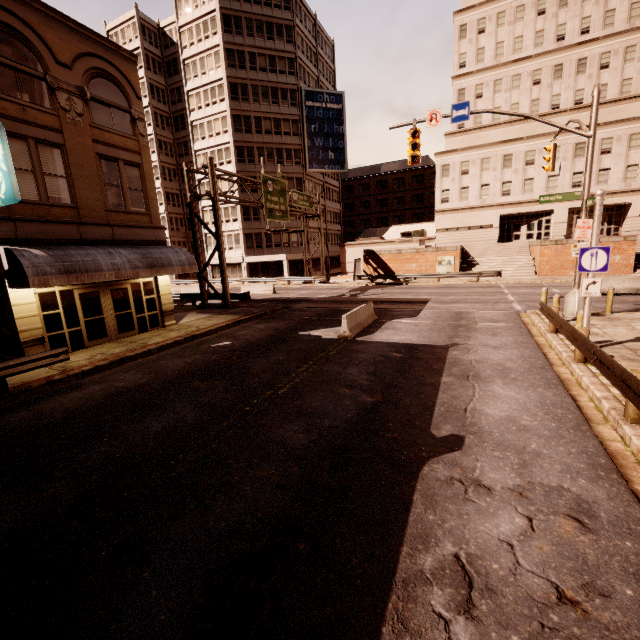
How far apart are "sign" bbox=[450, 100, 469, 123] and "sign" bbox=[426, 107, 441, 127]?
0.32m

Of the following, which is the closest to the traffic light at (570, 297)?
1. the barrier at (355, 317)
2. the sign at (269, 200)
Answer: the barrier at (355, 317)

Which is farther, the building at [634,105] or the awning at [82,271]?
the building at [634,105]

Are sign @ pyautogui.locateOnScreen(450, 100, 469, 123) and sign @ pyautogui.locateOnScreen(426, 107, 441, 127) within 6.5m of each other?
yes

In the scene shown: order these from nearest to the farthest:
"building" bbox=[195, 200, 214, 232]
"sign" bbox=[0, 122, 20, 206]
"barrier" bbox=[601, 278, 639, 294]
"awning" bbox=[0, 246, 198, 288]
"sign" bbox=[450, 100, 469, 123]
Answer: "sign" bbox=[0, 122, 20, 206], "awning" bbox=[0, 246, 198, 288], "sign" bbox=[450, 100, 469, 123], "barrier" bbox=[601, 278, 639, 294], "building" bbox=[195, 200, 214, 232]

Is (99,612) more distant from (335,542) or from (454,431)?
(454,431)

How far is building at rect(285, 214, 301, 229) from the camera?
46.47m

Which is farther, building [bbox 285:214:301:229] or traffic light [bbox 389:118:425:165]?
building [bbox 285:214:301:229]
